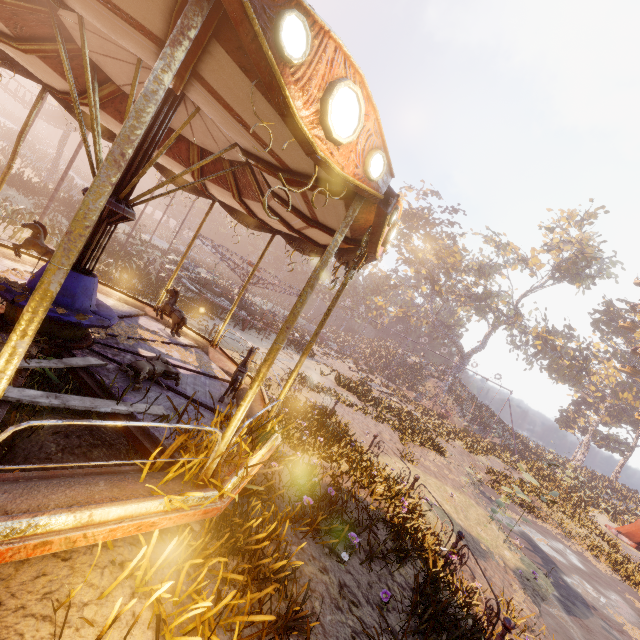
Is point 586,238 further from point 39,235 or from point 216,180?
point 39,235

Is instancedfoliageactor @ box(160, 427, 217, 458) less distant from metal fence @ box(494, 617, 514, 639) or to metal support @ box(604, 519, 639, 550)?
metal fence @ box(494, 617, 514, 639)

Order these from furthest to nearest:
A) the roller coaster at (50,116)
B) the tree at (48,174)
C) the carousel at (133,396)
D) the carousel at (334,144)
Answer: the roller coaster at (50,116) < the tree at (48,174) < the carousel at (133,396) < the carousel at (334,144)

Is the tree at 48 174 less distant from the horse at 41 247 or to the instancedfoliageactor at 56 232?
the instancedfoliageactor at 56 232

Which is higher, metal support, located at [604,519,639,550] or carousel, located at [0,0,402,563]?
carousel, located at [0,0,402,563]

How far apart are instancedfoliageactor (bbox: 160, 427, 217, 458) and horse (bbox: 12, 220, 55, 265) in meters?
5.9 m

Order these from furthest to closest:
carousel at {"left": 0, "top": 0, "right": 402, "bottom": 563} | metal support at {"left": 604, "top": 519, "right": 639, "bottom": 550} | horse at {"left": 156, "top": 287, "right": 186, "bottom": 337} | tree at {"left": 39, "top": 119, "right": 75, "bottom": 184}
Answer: tree at {"left": 39, "top": 119, "right": 75, "bottom": 184}
metal support at {"left": 604, "top": 519, "right": 639, "bottom": 550}
horse at {"left": 156, "top": 287, "right": 186, "bottom": 337}
carousel at {"left": 0, "top": 0, "right": 402, "bottom": 563}

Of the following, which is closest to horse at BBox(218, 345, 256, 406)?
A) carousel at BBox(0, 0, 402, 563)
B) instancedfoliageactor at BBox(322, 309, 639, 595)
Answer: carousel at BBox(0, 0, 402, 563)
